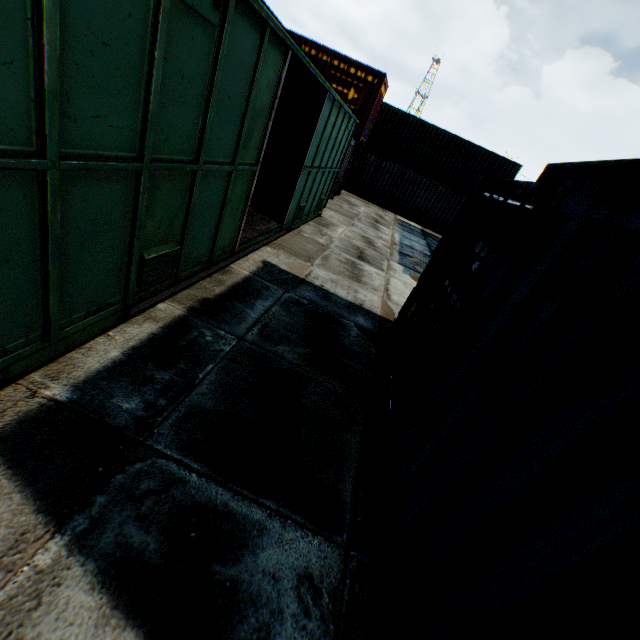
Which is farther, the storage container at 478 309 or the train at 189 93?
the train at 189 93

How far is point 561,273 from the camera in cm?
189

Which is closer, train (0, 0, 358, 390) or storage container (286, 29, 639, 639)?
storage container (286, 29, 639, 639)
